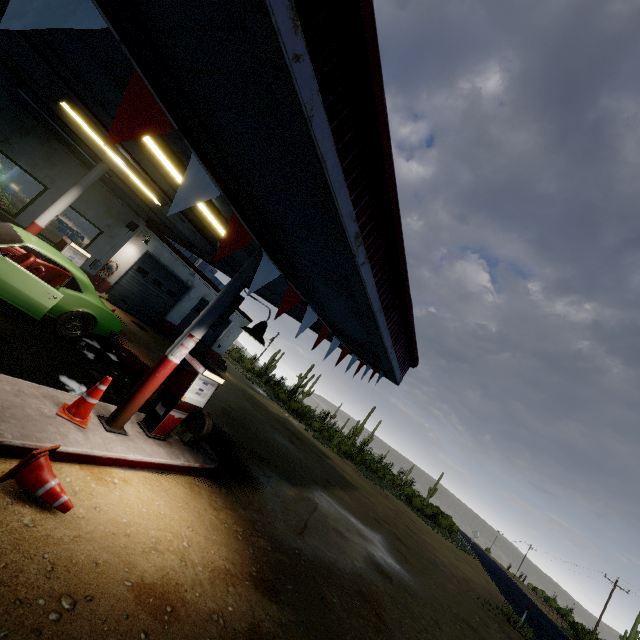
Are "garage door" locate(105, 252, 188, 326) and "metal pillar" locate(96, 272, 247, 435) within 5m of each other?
no

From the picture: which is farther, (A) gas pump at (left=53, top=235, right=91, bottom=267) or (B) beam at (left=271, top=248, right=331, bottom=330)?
(A) gas pump at (left=53, top=235, right=91, bottom=267)

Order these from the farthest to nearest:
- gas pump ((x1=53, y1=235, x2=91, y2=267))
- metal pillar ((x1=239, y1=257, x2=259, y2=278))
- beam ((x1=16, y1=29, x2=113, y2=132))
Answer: gas pump ((x1=53, y1=235, x2=91, y2=267)) → metal pillar ((x1=239, y1=257, x2=259, y2=278)) → beam ((x1=16, y1=29, x2=113, y2=132))

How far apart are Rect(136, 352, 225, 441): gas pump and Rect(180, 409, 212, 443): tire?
0.31m

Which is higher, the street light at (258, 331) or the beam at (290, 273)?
the beam at (290, 273)

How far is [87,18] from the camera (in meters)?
1.47

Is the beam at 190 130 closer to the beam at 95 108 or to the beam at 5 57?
the beam at 95 108

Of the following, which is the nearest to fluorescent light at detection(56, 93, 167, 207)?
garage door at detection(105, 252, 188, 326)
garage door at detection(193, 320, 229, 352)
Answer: garage door at detection(105, 252, 188, 326)
